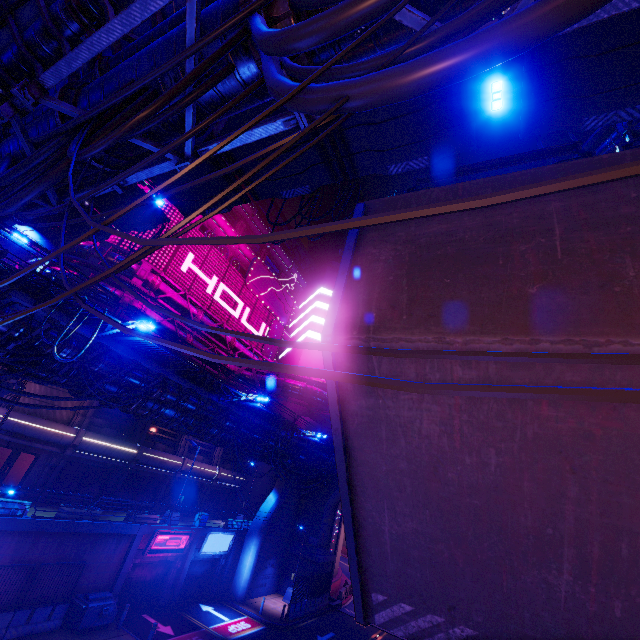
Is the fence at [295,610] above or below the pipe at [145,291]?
below

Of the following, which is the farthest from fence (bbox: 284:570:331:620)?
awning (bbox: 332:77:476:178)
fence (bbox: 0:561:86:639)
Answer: awning (bbox: 332:77:476:178)

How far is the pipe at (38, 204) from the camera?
8.0m

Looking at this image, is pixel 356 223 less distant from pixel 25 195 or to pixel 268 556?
pixel 25 195

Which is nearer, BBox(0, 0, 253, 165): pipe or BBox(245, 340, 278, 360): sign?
BBox(0, 0, 253, 165): pipe

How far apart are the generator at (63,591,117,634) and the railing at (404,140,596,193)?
24.1 meters

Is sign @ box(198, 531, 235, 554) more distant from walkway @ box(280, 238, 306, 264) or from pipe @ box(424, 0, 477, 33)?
walkway @ box(280, 238, 306, 264)

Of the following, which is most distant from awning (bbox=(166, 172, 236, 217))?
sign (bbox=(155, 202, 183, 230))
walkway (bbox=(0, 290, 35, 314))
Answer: sign (bbox=(155, 202, 183, 230))
